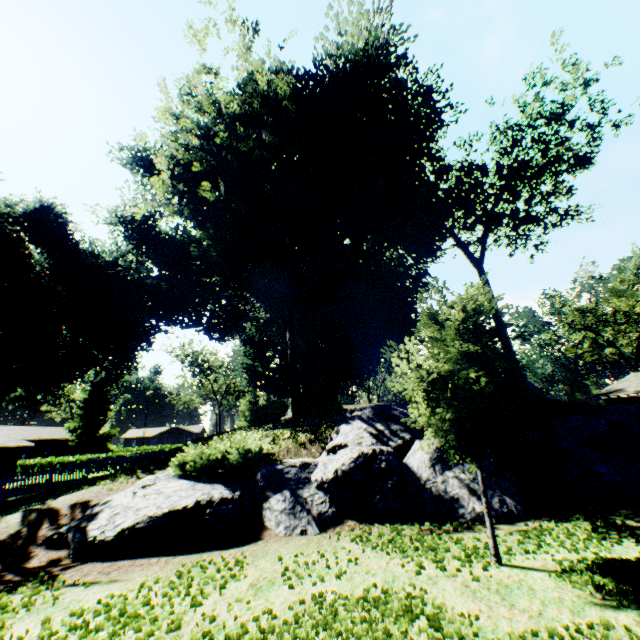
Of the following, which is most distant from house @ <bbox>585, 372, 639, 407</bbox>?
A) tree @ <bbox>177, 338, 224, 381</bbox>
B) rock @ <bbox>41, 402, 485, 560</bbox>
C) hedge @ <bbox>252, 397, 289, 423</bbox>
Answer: tree @ <bbox>177, 338, 224, 381</bbox>

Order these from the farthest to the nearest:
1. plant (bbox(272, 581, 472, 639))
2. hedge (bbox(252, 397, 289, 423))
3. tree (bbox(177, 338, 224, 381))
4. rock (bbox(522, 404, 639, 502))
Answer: tree (bbox(177, 338, 224, 381))
hedge (bbox(252, 397, 289, 423))
rock (bbox(522, 404, 639, 502))
plant (bbox(272, 581, 472, 639))

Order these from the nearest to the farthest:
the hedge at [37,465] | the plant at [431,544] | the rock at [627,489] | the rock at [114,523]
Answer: the plant at [431,544], the rock at [114,523], the rock at [627,489], the hedge at [37,465]

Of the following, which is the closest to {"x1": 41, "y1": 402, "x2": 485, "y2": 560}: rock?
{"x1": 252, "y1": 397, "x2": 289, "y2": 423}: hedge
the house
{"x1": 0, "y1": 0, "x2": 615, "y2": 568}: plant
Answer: {"x1": 0, "y1": 0, "x2": 615, "y2": 568}: plant

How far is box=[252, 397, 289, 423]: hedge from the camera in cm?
1872

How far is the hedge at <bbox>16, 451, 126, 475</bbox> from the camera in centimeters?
4053cm

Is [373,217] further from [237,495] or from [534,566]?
[534,566]

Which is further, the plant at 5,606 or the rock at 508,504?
the rock at 508,504
